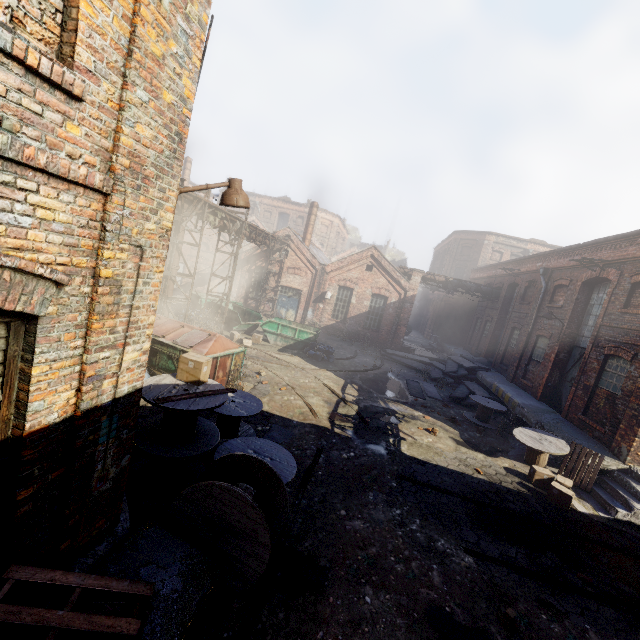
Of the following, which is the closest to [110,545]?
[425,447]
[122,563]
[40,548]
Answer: [122,563]

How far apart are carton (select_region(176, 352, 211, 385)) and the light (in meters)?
2.64

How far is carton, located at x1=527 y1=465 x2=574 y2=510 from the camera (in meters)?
8.61

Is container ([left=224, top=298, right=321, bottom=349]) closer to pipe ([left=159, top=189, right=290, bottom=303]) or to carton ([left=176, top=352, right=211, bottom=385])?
pipe ([left=159, top=189, right=290, bottom=303])

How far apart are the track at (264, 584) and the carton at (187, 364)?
3.0m

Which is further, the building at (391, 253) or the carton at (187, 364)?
the building at (391, 253)

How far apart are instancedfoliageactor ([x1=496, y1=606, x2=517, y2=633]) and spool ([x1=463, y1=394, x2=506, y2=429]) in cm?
966

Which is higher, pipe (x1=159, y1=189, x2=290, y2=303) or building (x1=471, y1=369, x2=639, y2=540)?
pipe (x1=159, y1=189, x2=290, y2=303)
